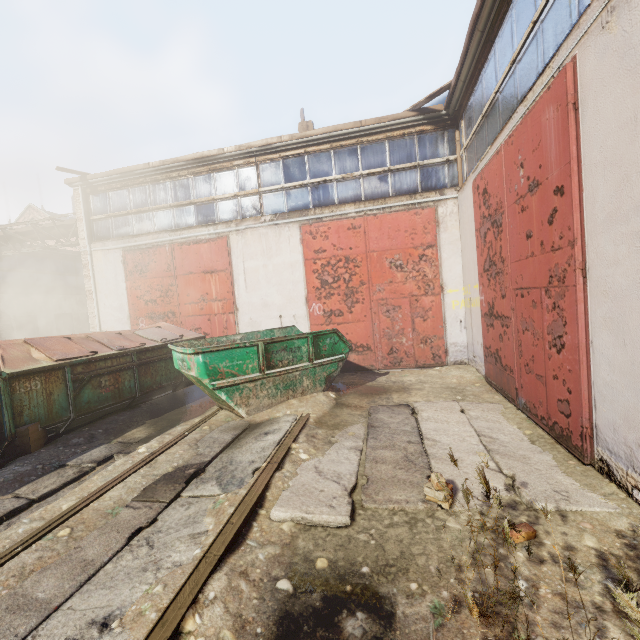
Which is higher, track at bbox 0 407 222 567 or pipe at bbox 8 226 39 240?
pipe at bbox 8 226 39 240

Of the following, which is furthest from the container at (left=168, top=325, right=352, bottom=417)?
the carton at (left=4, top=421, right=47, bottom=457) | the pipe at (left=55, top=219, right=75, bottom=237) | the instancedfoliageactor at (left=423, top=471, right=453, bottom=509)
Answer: the pipe at (left=55, top=219, right=75, bottom=237)

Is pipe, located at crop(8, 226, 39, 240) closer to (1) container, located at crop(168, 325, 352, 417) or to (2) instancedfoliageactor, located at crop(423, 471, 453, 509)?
(1) container, located at crop(168, 325, 352, 417)

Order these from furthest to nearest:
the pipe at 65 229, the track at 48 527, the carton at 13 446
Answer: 1. the pipe at 65 229
2. the carton at 13 446
3. the track at 48 527

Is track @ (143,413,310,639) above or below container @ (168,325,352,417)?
below

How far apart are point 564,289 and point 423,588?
3.38m

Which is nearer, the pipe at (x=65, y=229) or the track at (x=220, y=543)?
the track at (x=220, y=543)

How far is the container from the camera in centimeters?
548cm
